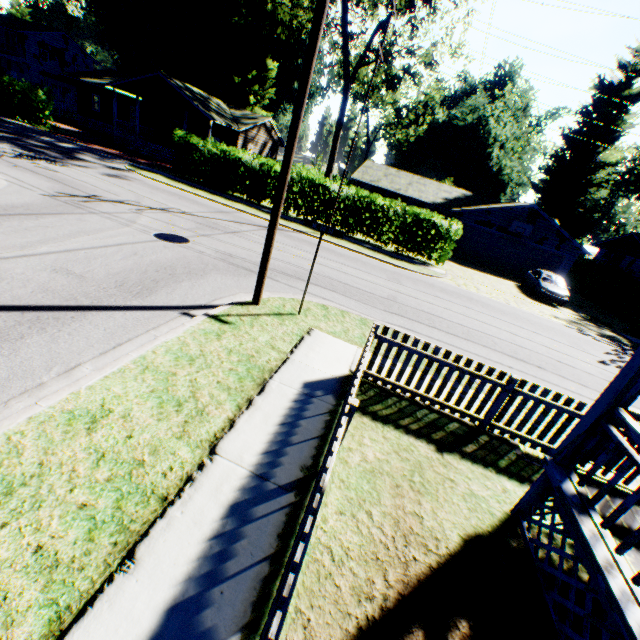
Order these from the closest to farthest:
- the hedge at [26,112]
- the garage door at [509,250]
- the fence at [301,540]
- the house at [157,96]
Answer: the fence at [301,540]
the hedge at [26,112]
the garage door at [509,250]
the house at [157,96]

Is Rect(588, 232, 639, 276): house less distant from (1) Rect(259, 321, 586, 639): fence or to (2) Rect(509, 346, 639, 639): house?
(2) Rect(509, 346, 639, 639): house

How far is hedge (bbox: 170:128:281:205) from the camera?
21.0 meters

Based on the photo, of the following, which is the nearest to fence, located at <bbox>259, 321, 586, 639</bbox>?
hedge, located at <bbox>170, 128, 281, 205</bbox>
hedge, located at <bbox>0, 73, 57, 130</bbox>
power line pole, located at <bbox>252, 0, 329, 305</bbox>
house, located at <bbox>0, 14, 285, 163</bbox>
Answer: power line pole, located at <bbox>252, 0, 329, 305</bbox>

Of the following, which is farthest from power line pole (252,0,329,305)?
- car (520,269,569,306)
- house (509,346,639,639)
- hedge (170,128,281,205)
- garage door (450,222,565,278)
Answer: garage door (450,222,565,278)

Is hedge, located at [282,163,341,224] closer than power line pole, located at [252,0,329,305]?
No

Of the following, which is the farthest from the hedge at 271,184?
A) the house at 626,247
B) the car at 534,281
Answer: the house at 626,247

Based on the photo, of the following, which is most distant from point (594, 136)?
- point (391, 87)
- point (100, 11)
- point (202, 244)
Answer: point (100, 11)
